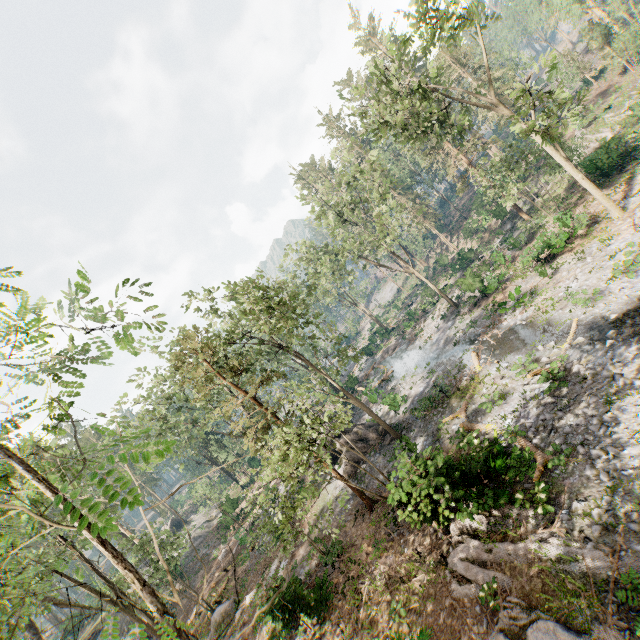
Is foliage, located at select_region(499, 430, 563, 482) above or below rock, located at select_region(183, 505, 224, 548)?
below

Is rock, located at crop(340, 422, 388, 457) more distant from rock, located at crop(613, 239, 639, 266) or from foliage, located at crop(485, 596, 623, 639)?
rock, located at crop(613, 239, 639, 266)

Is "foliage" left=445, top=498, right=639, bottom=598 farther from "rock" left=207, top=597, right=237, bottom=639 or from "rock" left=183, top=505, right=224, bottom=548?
"rock" left=207, top=597, right=237, bottom=639

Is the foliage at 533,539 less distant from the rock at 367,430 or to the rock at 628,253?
the rock at 367,430

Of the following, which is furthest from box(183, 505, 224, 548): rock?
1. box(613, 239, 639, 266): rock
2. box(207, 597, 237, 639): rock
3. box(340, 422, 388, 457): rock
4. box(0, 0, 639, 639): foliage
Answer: box(613, 239, 639, 266): rock

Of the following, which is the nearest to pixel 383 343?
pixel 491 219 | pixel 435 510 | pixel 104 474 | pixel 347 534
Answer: pixel 491 219

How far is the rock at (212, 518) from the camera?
41.8m
